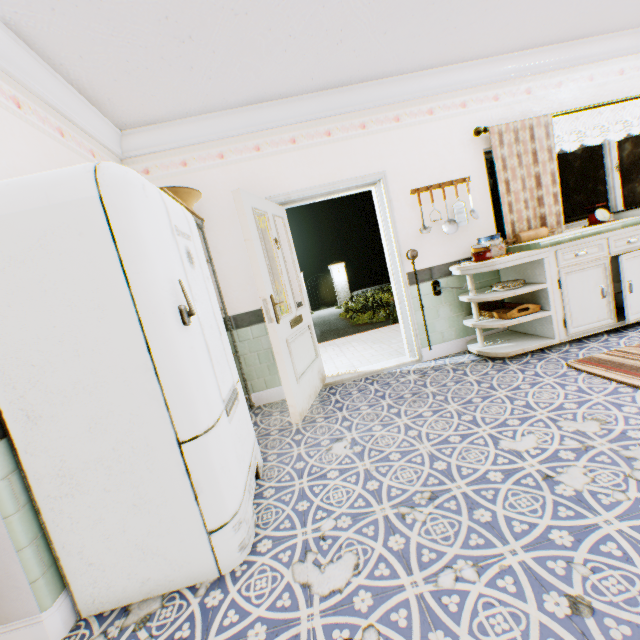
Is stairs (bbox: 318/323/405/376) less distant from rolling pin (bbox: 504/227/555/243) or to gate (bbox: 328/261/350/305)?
rolling pin (bbox: 504/227/555/243)

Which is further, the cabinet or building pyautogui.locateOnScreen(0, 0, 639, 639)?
the cabinet

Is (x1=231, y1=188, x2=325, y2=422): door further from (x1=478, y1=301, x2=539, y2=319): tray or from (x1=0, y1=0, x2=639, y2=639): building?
(x1=478, y1=301, x2=539, y2=319): tray

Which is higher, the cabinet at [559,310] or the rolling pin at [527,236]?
the rolling pin at [527,236]

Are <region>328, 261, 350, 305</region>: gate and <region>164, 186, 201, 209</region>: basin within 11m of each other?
no

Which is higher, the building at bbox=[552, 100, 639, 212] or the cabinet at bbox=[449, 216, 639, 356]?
the building at bbox=[552, 100, 639, 212]

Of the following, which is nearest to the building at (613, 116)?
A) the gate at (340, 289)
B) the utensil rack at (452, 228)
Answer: the utensil rack at (452, 228)

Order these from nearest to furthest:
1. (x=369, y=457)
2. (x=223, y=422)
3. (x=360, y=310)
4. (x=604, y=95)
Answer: (x=223, y=422) → (x=369, y=457) → (x=604, y=95) → (x=360, y=310)
